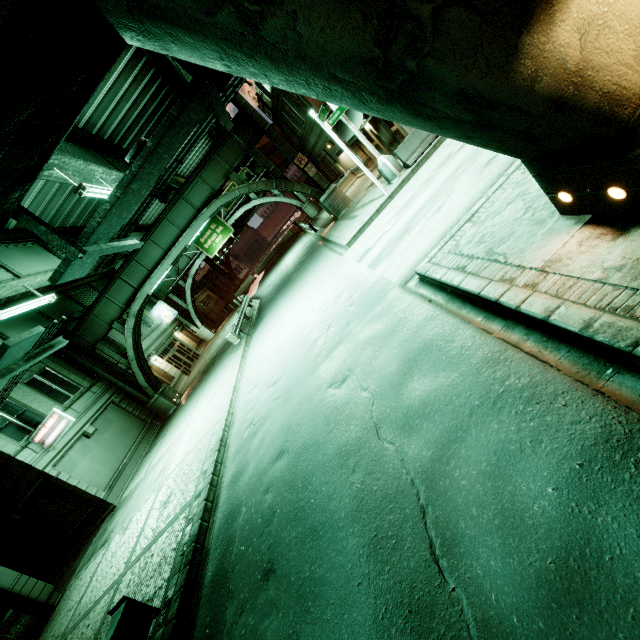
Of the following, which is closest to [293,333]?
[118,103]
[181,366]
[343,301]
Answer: [343,301]

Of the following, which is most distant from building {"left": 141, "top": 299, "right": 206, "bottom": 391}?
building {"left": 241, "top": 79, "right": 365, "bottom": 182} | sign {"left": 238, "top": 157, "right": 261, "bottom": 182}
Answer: building {"left": 241, "top": 79, "right": 365, "bottom": 182}

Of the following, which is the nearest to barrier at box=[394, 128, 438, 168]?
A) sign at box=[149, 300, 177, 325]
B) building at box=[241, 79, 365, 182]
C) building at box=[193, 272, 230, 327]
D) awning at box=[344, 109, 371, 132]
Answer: building at box=[241, 79, 365, 182]

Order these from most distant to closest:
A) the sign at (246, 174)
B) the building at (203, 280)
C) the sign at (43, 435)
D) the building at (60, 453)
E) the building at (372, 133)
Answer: the building at (203, 280)
the sign at (246, 174)
the building at (372, 133)
the sign at (43, 435)
the building at (60, 453)

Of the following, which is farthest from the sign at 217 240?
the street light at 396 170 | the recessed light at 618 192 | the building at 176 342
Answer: the recessed light at 618 192

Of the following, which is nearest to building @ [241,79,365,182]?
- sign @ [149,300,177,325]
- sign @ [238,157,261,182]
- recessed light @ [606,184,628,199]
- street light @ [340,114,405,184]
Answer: street light @ [340,114,405,184]

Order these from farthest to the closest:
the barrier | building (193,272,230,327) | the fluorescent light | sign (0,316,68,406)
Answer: building (193,272,230,327) < the barrier < the fluorescent light < sign (0,316,68,406)

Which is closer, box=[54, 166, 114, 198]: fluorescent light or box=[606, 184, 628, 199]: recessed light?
box=[606, 184, 628, 199]: recessed light
